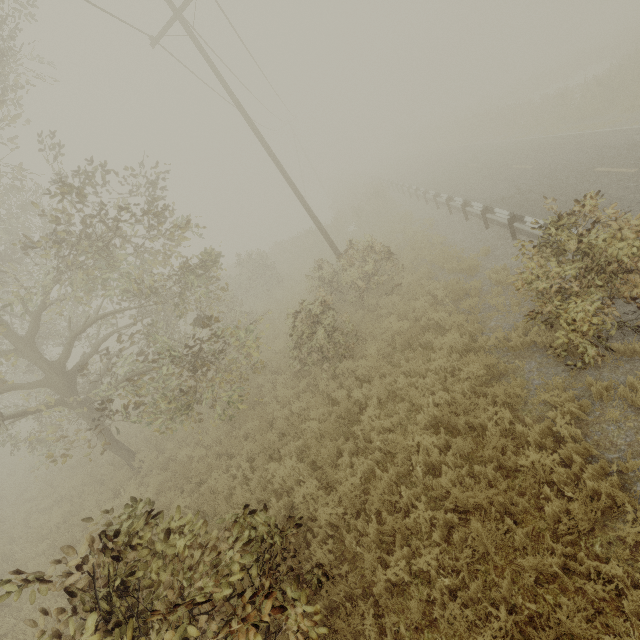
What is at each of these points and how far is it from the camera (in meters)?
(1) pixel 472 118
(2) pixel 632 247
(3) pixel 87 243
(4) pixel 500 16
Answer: (1) tree, 32.09
(2) tree, 4.82
(3) tree, 7.59
(4) tree, 54.53

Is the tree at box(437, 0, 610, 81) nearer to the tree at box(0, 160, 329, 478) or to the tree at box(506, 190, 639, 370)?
the tree at box(506, 190, 639, 370)

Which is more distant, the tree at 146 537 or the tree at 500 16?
the tree at 500 16

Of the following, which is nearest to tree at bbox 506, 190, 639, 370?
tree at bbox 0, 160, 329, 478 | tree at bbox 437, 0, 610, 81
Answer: tree at bbox 0, 160, 329, 478

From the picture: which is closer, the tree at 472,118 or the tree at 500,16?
the tree at 472,118

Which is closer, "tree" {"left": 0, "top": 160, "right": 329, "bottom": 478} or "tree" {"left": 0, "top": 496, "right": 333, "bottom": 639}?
"tree" {"left": 0, "top": 496, "right": 333, "bottom": 639}

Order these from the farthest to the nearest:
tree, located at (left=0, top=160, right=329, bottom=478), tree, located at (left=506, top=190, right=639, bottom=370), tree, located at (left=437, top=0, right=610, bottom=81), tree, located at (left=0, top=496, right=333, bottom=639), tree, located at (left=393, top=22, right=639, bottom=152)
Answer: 1. tree, located at (left=437, top=0, right=610, bottom=81)
2. tree, located at (left=393, top=22, right=639, bottom=152)
3. tree, located at (left=0, top=160, right=329, bottom=478)
4. tree, located at (left=506, top=190, right=639, bottom=370)
5. tree, located at (left=0, top=496, right=333, bottom=639)

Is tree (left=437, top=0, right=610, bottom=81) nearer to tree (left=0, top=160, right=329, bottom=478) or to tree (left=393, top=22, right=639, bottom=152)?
tree (left=393, top=22, right=639, bottom=152)
